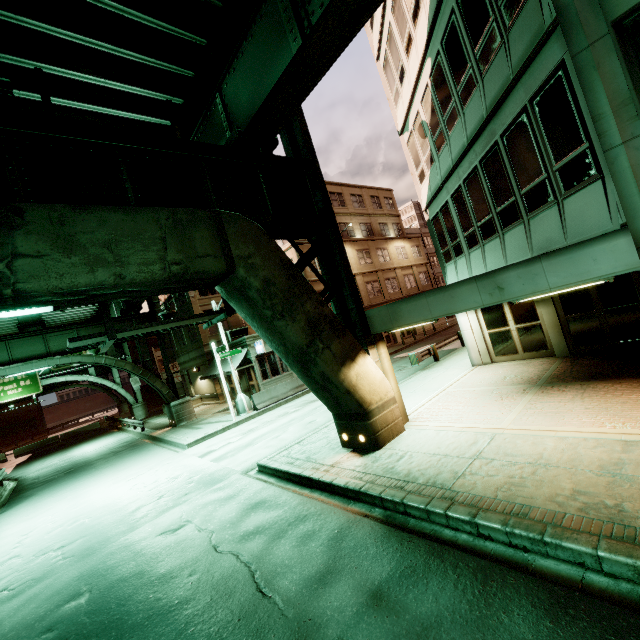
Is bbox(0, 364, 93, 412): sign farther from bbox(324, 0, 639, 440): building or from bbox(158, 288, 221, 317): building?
bbox(324, 0, 639, 440): building

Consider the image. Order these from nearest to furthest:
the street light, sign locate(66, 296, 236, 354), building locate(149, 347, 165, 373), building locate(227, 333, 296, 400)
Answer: sign locate(66, 296, 236, 354), the street light, building locate(227, 333, 296, 400), building locate(149, 347, 165, 373)

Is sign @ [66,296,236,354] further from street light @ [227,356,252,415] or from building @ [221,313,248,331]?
building @ [221,313,248,331]

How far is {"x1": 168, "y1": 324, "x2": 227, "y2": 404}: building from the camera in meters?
28.4

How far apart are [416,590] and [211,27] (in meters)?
12.25

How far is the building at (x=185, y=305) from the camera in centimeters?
2872cm

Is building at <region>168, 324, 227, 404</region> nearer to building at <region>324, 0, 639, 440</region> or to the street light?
the street light

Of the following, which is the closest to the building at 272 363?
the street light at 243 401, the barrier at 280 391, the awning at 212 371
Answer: the awning at 212 371
